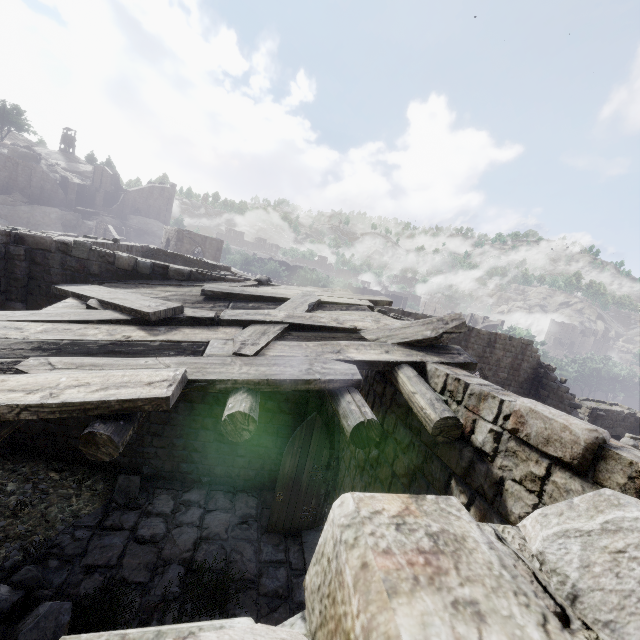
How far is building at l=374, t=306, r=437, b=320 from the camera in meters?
11.0

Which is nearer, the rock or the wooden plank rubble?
the wooden plank rubble

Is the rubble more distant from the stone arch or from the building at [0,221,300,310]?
the stone arch

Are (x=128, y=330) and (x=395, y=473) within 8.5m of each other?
yes

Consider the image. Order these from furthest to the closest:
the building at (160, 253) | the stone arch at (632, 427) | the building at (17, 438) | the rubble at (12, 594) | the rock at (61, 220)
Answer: the rock at (61, 220) < the stone arch at (632, 427) < the building at (160, 253) < the rubble at (12, 594) < the building at (17, 438)

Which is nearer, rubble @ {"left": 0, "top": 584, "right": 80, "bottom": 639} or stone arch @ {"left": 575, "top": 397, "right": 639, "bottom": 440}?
rubble @ {"left": 0, "top": 584, "right": 80, "bottom": 639}

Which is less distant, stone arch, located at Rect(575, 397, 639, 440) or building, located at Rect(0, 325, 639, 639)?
building, located at Rect(0, 325, 639, 639)

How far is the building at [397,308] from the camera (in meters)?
10.96
